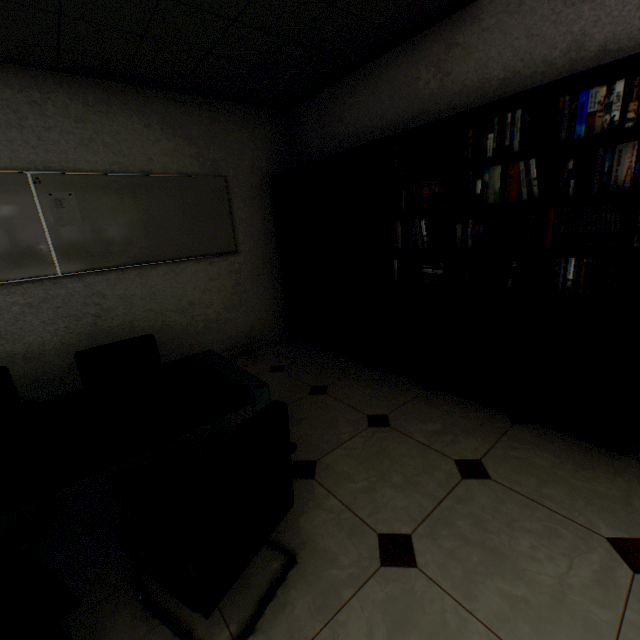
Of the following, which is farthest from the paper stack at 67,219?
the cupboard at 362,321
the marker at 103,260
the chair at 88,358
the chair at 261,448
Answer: the chair at 261,448

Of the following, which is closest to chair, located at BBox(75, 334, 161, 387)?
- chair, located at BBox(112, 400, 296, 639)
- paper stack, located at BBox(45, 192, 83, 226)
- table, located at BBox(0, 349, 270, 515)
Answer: table, located at BBox(0, 349, 270, 515)

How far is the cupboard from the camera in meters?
3.0

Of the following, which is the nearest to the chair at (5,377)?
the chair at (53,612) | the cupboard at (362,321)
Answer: the chair at (53,612)

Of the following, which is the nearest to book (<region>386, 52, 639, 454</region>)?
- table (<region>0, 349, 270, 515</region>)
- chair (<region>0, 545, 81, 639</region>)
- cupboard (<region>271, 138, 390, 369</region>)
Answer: cupboard (<region>271, 138, 390, 369</region>)

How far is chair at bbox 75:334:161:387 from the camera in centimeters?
210cm

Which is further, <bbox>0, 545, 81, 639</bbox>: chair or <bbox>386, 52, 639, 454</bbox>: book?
<bbox>386, 52, 639, 454</bbox>: book

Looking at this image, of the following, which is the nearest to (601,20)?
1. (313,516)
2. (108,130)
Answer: (313,516)
